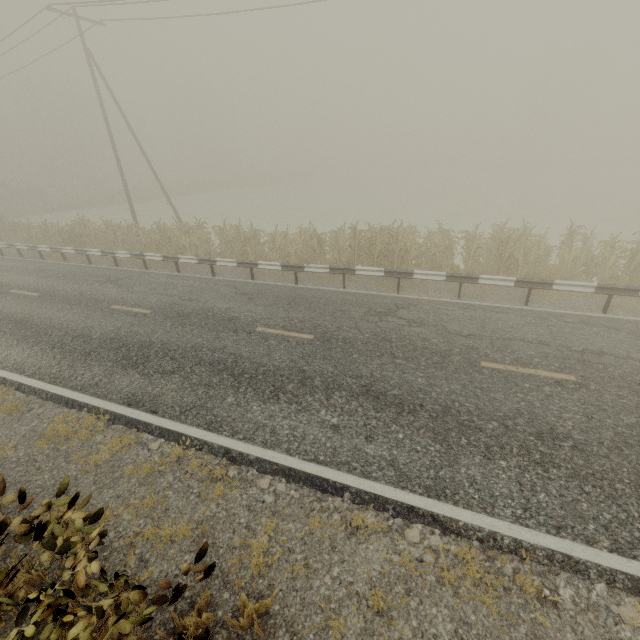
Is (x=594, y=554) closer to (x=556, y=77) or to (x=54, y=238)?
(x=54, y=238)

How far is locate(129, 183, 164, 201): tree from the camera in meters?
43.8

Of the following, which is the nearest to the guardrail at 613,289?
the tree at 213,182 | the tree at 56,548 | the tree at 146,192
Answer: the tree at 56,548

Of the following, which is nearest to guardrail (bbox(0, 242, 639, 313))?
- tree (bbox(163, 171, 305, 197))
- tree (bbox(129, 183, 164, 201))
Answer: tree (bbox(129, 183, 164, 201))

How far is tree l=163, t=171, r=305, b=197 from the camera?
47.62m

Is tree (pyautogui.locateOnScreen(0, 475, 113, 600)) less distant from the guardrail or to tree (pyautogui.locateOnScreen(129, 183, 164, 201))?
the guardrail

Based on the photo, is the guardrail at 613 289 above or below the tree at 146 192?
below

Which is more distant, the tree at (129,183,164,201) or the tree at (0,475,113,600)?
the tree at (129,183,164,201)
